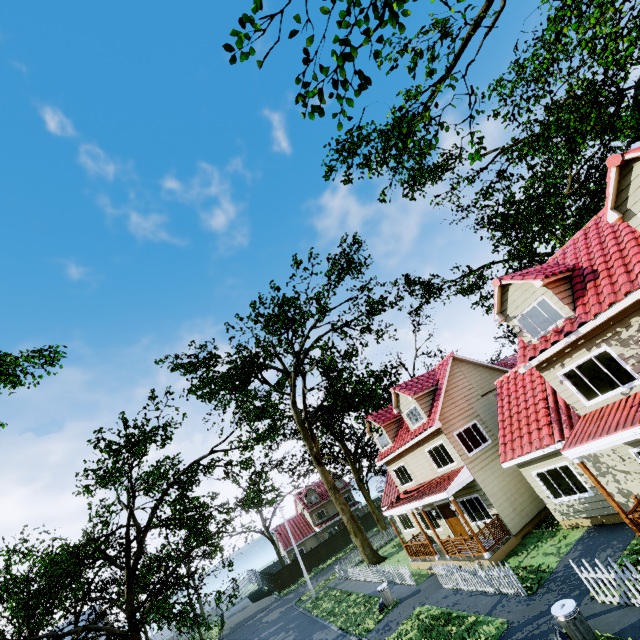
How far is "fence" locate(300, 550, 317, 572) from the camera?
42.4m

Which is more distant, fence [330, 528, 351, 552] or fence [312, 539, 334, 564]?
fence [330, 528, 351, 552]

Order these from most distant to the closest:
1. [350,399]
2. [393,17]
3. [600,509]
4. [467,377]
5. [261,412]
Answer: [350,399] → [467,377] → [261,412] → [600,509] → [393,17]

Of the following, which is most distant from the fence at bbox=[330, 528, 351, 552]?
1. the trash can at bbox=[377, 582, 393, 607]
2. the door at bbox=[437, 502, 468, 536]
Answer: the door at bbox=[437, 502, 468, 536]

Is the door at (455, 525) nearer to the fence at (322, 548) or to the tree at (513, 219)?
the fence at (322, 548)

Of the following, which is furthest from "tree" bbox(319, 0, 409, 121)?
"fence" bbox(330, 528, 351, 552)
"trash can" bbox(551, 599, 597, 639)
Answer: "trash can" bbox(551, 599, 597, 639)

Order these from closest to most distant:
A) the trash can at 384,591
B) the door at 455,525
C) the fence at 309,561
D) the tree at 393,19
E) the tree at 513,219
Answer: the tree at 393,19
the tree at 513,219
the trash can at 384,591
the door at 455,525
the fence at 309,561

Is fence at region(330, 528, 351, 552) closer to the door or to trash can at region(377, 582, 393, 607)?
trash can at region(377, 582, 393, 607)
